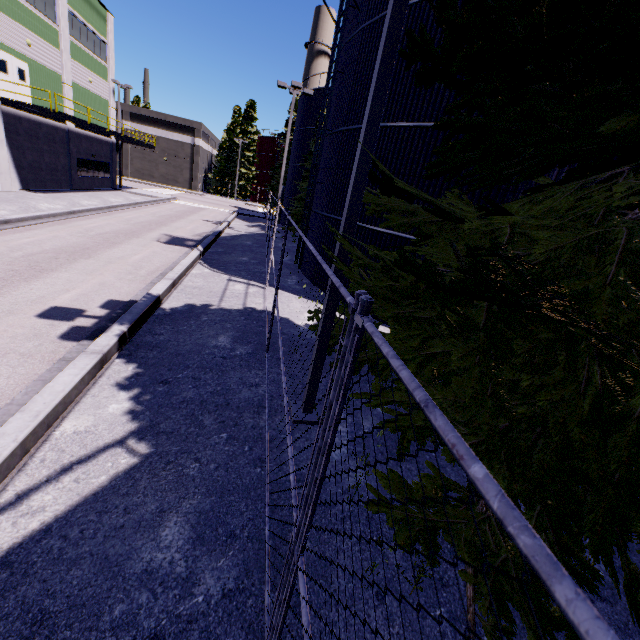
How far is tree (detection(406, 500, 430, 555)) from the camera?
2.2 meters

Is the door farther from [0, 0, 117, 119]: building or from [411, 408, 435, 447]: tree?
Result: [411, 408, 435, 447]: tree

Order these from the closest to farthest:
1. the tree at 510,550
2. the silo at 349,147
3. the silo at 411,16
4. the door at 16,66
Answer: the tree at 510,550
the silo at 411,16
the silo at 349,147
the door at 16,66

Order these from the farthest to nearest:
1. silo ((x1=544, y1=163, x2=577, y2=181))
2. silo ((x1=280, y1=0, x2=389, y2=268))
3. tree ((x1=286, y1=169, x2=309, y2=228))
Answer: tree ((x1=286, y1=169, x2=309, y2=228)) → silo ((x1=280, y1=0, x2=389, y2=268)) → silo ((x1=544, y1=163, x2=577, y2=181))

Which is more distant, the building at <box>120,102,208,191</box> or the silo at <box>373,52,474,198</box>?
the building at <box>120,102,208,191</box>

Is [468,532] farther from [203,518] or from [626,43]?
[626,43]

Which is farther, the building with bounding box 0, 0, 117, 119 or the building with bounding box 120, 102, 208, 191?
the building with bounding box 120, 102, 208, 191

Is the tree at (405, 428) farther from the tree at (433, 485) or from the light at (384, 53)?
the light at (384, 53)
